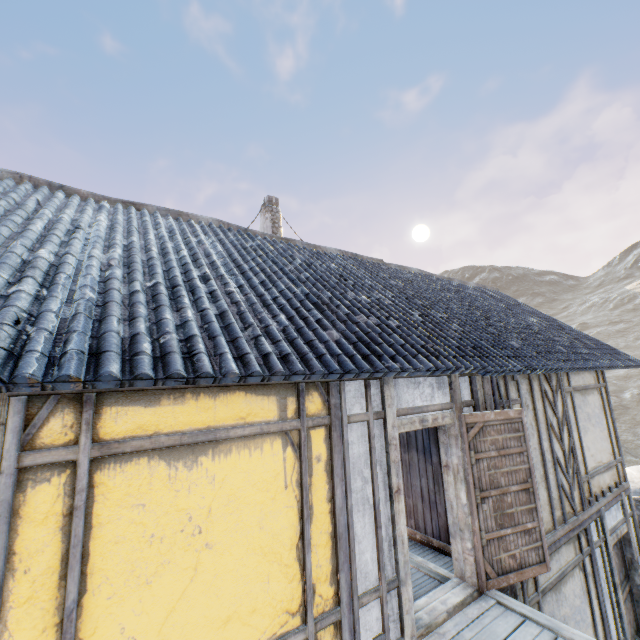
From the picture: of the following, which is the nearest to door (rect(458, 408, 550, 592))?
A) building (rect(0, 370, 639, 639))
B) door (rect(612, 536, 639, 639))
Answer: building (rect(0, 370, 639, 639))

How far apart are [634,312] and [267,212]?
77.1m

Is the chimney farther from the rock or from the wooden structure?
the rock

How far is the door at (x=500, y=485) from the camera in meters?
4.2 m

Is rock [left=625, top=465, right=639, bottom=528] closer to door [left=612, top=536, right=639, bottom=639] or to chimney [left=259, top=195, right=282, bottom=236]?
door [left=612, top=536, right=639, bottom=639]

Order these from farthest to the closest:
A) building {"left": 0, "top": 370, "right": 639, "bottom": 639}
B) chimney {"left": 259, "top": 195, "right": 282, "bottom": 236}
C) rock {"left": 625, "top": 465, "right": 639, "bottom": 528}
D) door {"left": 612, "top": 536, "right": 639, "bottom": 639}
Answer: chimney {"left": 259, "top": 195, "right": 282, "bottom": 236} < rock {"left": 625, "top": 465, "right": 639, "bottom": 528} < door {"left": 612, "top": 536, "right": 639, "bottom": 639} < building {"left": 0, "top": 370, "right": 639, "bottom": 639}

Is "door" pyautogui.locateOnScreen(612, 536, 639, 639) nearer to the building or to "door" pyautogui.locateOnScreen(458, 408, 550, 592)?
the building

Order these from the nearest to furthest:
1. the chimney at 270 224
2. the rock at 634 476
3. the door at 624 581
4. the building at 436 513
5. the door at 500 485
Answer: the building at 436 513 < the door at 500 485 < the door at 624 581 < the rock at 634 476 < the chimney at 270 224
